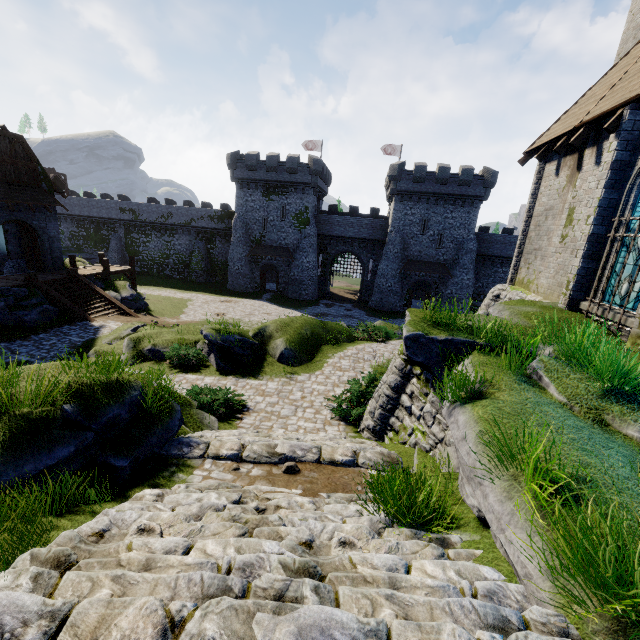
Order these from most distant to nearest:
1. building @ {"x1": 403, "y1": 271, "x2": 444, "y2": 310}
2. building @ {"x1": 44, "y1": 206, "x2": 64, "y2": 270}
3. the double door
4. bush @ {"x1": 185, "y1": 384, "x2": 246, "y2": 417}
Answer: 1. building @ {"x1": 403, "y1": 271, "x2": 444, "y2": 310}
2. building @ {"x1": 44, "y1": 206, "x2": 64, "y2": 270}
3. the double door
4. bush @ {"x1": 185, "y1": 384, "x2": 246, "y2": 417}

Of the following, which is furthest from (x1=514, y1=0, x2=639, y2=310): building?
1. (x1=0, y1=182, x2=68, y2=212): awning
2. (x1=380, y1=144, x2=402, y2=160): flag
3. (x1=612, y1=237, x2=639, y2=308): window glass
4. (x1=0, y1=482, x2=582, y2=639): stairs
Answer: (x1=380, y1=144, x2=402, y2=160): flag

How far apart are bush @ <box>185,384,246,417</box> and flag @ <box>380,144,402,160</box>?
42.6m

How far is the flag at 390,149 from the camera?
44.4m

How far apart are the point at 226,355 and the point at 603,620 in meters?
14.3 m

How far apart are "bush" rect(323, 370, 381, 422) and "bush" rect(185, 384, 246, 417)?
3.0m

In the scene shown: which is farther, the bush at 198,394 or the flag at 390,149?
the flag at 390,149

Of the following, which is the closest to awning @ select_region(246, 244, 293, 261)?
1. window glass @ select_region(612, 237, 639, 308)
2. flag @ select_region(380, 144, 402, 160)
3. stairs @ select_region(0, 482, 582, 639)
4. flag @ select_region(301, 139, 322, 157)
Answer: flag @ select_region(301, 139, 322, 157)
